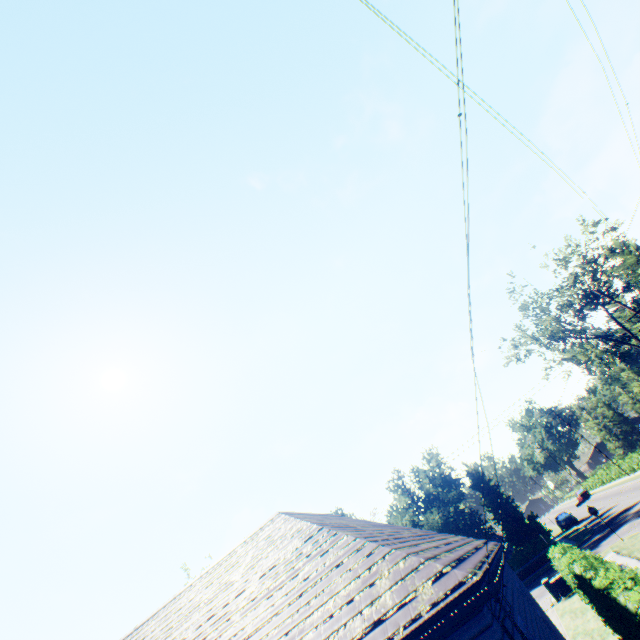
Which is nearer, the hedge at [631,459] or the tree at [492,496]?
the tree at [492,496]

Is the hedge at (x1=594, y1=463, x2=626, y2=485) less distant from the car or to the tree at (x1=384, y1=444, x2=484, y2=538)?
the tree at (x1=384, y1=444, x2=484, y2=538)

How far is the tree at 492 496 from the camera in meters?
34.2

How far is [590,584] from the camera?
8.88m

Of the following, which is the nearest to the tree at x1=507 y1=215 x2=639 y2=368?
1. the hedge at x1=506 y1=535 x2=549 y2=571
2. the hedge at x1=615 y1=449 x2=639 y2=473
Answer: the hedge at x1=615 y1=449 x2=639 y2=473

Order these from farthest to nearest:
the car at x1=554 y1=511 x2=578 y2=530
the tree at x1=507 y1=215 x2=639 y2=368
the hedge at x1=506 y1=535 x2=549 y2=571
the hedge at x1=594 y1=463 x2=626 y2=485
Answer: the hedge at x1=594 y1=463 x2=626 y2=485, the car at x1=554 y1=511 x2=578 y2=530, the tree at x1=507 y1=215 x2=639 y2=368, the hedge at x1=506 y1=535 x2=549 y2=571

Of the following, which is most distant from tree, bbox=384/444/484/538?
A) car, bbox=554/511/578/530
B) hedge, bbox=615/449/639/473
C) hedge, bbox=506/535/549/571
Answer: car, bbox=554/511/578/530
